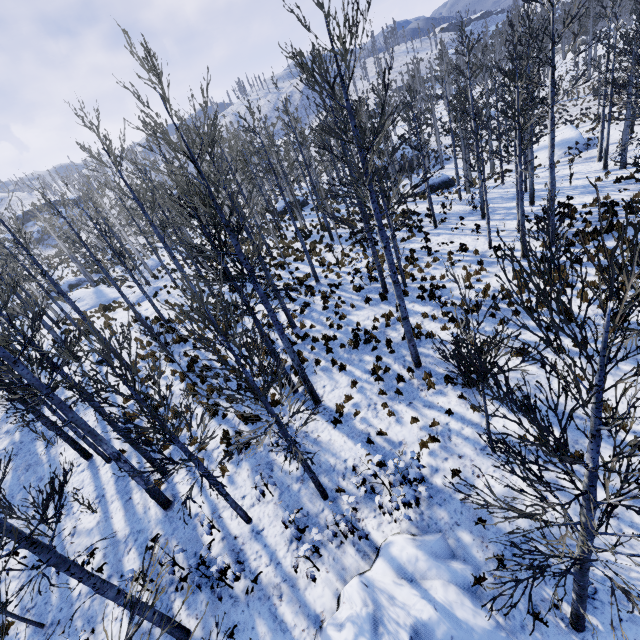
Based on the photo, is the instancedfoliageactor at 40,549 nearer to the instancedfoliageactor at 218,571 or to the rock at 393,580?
the instancedfoliageactor at 218,571

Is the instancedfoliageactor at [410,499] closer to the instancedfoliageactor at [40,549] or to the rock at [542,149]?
the instancedfoliageactor at [40,549]

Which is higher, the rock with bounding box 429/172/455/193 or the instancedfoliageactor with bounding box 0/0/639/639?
the instancedfoliageactor with bounding box 0/0/639/639

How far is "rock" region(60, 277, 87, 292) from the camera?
37.9 meters

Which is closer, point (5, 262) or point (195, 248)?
point (195, 248)

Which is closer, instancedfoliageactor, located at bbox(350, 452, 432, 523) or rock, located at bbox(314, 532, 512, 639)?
rock, located at bbox(314, 532, 512, 639)

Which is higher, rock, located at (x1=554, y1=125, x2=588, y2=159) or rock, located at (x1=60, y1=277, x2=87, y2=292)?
rock, located at (x1=60, y1=277, x2=87, y2=292)

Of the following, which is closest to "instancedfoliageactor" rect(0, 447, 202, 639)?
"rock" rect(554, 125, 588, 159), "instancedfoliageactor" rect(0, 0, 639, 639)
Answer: "instancedfoliageactor" rect(0, 0, 639, 639)
